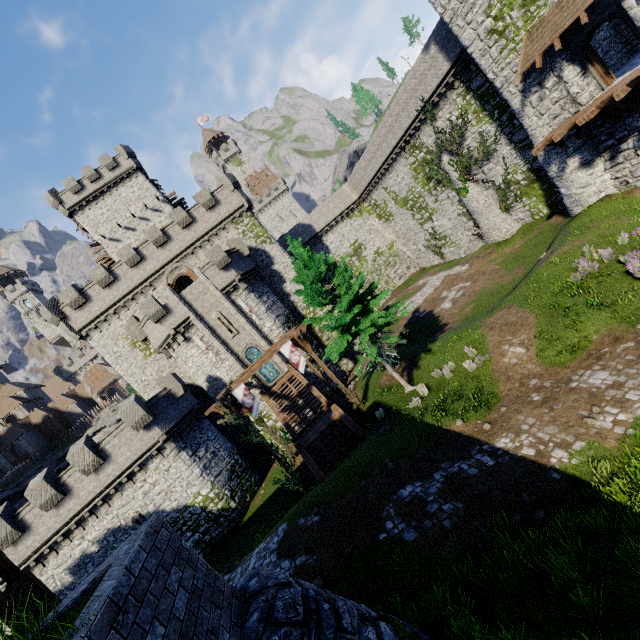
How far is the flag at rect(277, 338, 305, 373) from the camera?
19.4 meters

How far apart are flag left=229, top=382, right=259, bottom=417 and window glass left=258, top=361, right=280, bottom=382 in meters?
9.9

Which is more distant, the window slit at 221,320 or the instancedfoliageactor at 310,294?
the window slit at 221,320

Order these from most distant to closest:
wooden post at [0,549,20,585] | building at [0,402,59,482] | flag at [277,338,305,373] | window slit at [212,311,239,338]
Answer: building at [0,402,59,482] → window slit at [212,311,239,338] → flag at [277,338,305,373] → wooden post at [0,549,20,585]

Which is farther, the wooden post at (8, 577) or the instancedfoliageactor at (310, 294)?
the instancedfoliageactor at (310, 294)

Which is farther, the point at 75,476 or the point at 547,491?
the point at 75,476

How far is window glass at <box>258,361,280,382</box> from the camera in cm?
2898

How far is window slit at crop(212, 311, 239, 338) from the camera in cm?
2823
